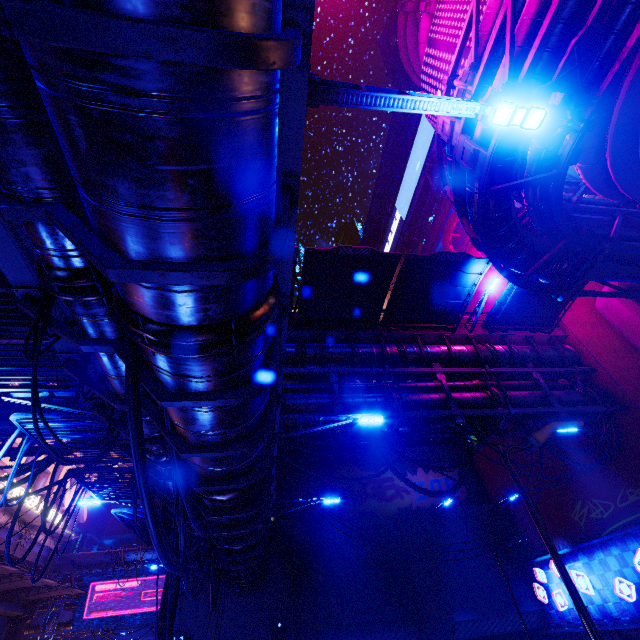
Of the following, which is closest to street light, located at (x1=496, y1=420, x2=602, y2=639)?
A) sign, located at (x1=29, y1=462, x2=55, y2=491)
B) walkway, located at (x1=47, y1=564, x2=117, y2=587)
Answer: sign, located at (x1=29, y1=462, x2=55, y2=491)

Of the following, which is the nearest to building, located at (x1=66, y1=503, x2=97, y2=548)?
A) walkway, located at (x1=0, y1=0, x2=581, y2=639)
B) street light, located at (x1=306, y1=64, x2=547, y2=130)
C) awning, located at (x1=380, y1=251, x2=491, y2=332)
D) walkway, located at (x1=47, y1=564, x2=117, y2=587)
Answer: walkway, located at (x1=47, y1=564, x2=117, y2=587)

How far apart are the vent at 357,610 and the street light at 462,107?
22.2m

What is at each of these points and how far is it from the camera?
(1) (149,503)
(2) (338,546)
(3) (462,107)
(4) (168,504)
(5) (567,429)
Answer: (1) cable, 4.73m
(2) vent, 19.70m
(3) street light, 4.11m
(4) walkway, 10.05m
(5) street light, 6.07m

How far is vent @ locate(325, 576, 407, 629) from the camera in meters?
17.2 m

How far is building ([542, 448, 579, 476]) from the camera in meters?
17.6 m

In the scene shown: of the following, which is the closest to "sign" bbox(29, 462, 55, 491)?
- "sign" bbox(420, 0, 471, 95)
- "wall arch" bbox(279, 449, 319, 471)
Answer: "wall arch" bbox(279, 449, 319, 471)
